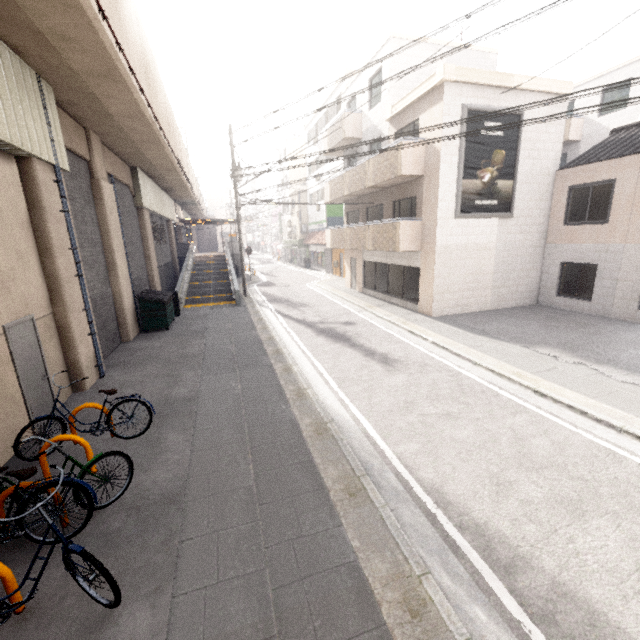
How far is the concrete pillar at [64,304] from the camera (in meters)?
6.64

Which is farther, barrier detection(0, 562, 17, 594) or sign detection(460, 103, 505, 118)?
sign detection(460, 103, 505, 118)

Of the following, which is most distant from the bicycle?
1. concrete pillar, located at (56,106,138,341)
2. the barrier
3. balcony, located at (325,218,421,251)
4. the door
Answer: balcony, located at (325,218,421,251)

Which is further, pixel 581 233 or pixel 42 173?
pixel 581 233

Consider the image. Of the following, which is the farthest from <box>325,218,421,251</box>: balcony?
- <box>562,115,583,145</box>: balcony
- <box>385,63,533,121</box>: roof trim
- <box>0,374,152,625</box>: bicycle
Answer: <box>0,374,152,625</box>: bicycle

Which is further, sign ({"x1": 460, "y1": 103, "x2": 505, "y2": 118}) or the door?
sign ({"x1": 460, "y1": 103, "x2": 505, "y2": 118})

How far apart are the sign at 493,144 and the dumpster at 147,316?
11.79m

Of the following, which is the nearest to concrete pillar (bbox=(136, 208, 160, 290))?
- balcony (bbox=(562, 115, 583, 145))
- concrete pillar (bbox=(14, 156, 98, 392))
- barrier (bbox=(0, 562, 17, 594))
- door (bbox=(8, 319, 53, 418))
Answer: concrete pillar (bbox=(14, 156, 98, 392))
